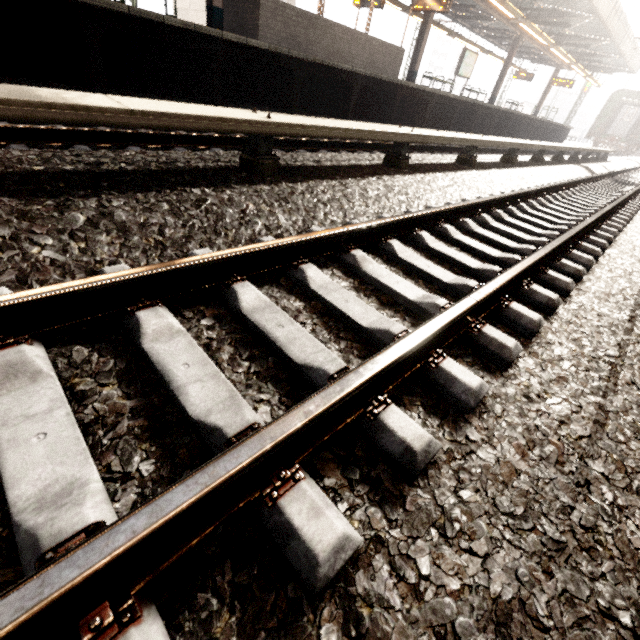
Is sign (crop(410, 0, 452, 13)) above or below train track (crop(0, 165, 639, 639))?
above

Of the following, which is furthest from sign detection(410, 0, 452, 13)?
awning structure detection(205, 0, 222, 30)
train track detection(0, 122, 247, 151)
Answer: train track detection(0, 122, 247, 151)

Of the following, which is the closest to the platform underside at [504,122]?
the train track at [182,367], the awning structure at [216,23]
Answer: the awning structure at [216,23]

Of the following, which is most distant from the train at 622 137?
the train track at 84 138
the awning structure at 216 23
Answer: the train track at 84 138

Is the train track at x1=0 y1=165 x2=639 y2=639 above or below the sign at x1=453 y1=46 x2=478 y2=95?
below

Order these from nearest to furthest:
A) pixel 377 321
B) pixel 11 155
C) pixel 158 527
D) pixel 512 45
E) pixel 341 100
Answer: pixel 158 527
pixel 377 321
pixel 11 155
pixel 341 100
pixel 512 45

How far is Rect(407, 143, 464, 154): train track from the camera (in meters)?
7.39
